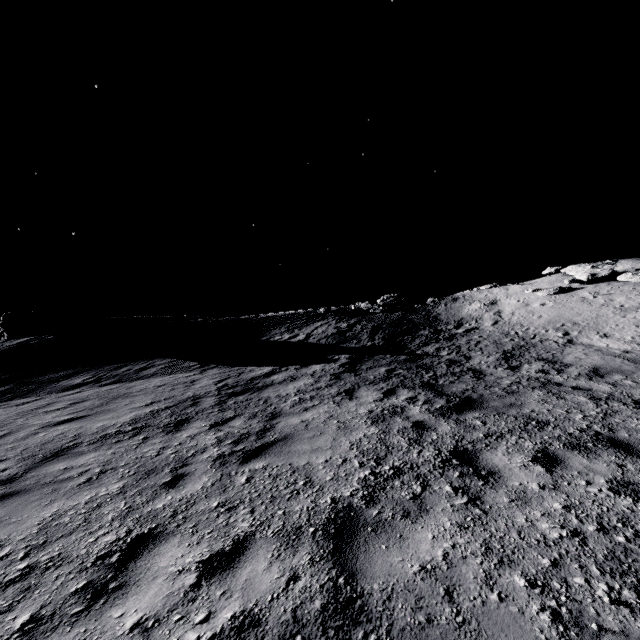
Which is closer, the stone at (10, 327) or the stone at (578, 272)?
the stone at (578, 272)

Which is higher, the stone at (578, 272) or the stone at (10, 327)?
the stone at (10, 327)

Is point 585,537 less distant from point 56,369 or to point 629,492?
point 629,492

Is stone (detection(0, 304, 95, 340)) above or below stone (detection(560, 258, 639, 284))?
above

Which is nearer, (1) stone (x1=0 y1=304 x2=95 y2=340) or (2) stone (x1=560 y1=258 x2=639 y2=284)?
(2) stone (x1=560 y1=258 x2=639 y2=284)
